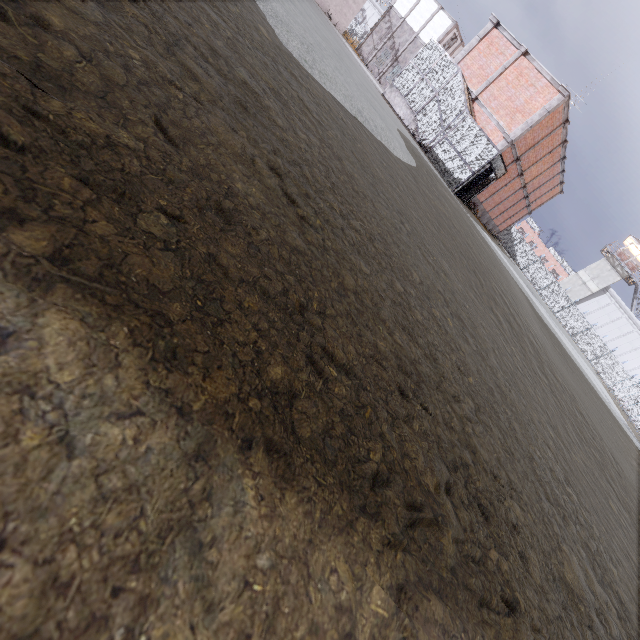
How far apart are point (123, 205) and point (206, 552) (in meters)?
0.91

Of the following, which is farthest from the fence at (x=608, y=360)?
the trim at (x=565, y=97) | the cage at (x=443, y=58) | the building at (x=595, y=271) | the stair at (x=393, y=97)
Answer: the stair at (x=393, y=97)

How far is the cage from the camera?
17.80m

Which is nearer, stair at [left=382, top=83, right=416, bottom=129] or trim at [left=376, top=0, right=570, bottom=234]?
trim at [left=376, top=0, right=570, bottom=234]

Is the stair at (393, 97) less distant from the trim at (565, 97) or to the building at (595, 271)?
the trim at (565, 97)

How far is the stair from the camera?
19.8m

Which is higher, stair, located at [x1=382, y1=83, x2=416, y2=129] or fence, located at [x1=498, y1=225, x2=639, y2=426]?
fence, located at [x1=498, y1=225, x2=639, y2=426]

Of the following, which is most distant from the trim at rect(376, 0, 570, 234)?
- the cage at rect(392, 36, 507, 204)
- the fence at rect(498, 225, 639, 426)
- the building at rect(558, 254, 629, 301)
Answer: the building at rect(558, 254, 629, 301)
